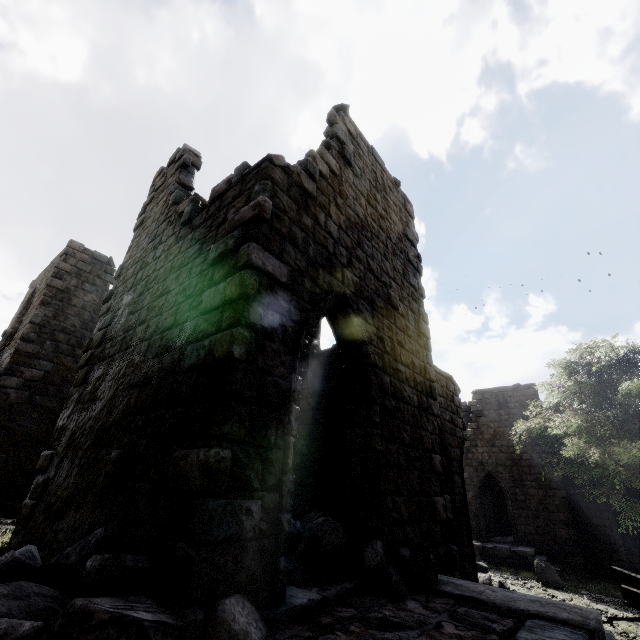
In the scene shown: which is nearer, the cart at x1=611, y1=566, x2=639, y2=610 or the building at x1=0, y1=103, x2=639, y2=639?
the building at x1=0, y1=103, x2=639, y2=639

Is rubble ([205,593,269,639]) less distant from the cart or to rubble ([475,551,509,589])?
rubble ([475,551,509,589])

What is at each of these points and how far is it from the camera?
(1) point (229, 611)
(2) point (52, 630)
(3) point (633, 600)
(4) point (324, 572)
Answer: (1) rubble, 2.63m
(2) rubble, 1.90m
(3) cart, 7.35m
(4) rubble, 4.04m

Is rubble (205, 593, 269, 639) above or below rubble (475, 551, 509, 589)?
above

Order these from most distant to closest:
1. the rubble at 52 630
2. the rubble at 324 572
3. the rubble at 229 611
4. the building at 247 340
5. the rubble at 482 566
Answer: the rubble at 482 566 < the rubble at 324 572 < the building at 247 340 < the rubble at 229 611 < the rubble at 52 630

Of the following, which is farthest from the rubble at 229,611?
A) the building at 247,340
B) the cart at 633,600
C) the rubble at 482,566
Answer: the cart at 633,600

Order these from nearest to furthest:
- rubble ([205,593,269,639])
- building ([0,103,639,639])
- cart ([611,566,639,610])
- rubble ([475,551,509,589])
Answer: rubble ([205,593,269,639]), building ([0,103,639,639]), cart ([611,566,639,610]), rubble ([475,551,509,589])

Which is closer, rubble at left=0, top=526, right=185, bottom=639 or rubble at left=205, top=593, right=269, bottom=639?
rubble at left=0, top=526, right=185, bottom=639
